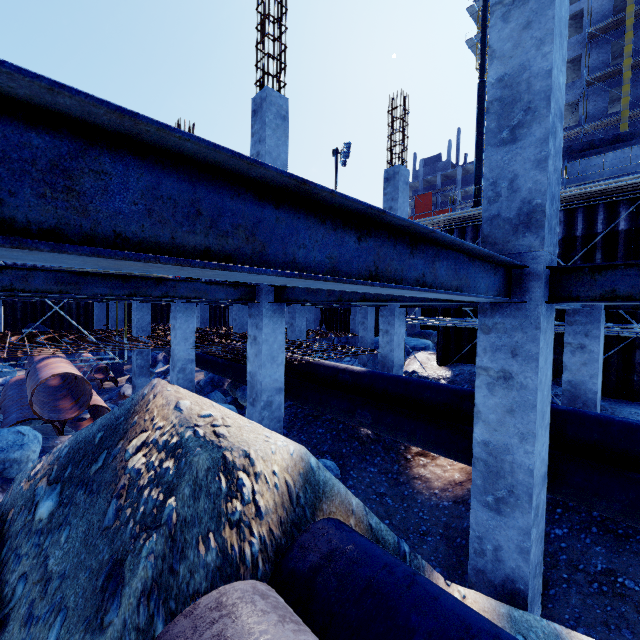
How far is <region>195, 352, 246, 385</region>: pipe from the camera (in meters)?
11.59

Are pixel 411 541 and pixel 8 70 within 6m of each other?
no

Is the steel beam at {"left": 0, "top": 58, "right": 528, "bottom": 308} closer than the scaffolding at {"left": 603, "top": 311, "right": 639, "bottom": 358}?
Yes

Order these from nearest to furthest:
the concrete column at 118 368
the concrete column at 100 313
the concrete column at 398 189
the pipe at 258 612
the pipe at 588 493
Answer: the pipe at 258 612, the pipe at 588 493, the concrete column at 398 189, the concrete column at 118 368, the concrete column at 100 313

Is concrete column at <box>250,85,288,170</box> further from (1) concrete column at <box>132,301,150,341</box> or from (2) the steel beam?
(1) concrete column at <box>132,301,150,341</box>

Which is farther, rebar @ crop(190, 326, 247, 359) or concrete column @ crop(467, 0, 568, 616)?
rebar @ crop(190, 326, 247, 359)

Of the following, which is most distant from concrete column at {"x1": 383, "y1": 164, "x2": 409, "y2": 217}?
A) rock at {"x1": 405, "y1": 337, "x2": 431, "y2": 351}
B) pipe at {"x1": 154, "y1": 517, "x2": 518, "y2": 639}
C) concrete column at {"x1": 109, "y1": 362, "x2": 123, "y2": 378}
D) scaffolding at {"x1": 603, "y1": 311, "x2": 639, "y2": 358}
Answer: concrete column at {"x1": 109, "y1": 362, "x2": 123, "y2": 378}

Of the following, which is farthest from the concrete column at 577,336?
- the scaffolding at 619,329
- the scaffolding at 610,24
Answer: the scaffolding at 610,24
